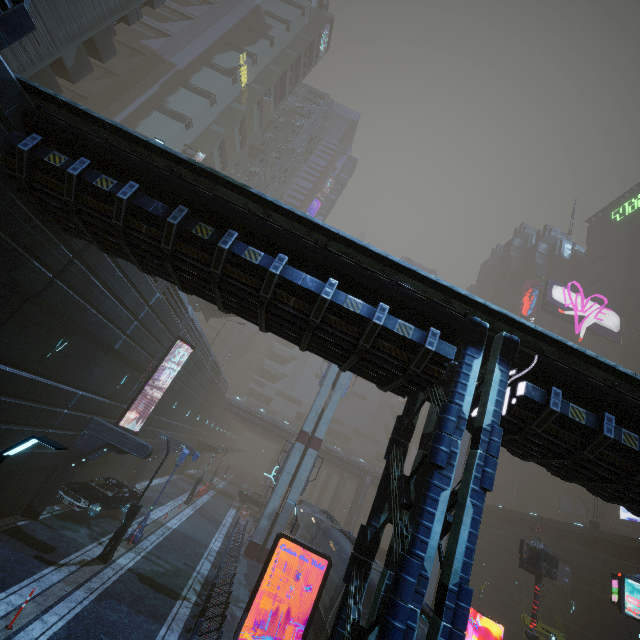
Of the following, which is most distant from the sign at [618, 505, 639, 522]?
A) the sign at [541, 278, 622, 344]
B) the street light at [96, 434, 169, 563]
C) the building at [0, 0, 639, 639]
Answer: the street light at [96, 434, 169, 563]

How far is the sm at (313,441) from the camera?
25.03m

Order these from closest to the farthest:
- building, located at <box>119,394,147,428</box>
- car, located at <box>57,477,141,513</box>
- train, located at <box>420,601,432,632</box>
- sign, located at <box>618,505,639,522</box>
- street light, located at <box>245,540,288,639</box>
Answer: train, located at <box>420,601,432,632</box> < street light, located at <box>245,540,288,639</box> < car, located at <box>57,477,141,513</box> < building, located at <box>119,394,147,428</box> < sign, located at <box>618,505,639,522</box>

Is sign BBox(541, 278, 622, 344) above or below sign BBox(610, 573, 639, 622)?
above

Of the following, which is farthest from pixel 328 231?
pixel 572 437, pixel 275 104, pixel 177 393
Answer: pixel 275 104

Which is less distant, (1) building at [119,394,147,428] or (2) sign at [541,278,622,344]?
(1) building at [119,394,147,428]

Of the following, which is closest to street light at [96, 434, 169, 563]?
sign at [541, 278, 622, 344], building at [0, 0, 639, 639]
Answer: building at [0, 0, 639, 639]

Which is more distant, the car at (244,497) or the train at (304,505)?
the car at (244,497)
